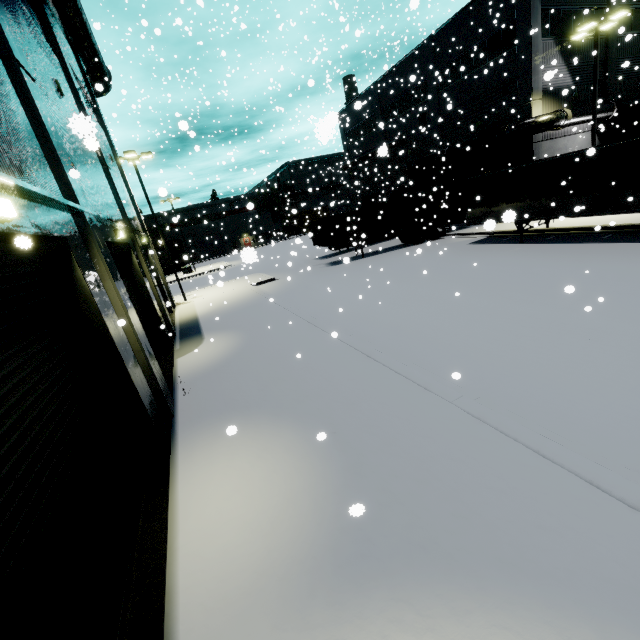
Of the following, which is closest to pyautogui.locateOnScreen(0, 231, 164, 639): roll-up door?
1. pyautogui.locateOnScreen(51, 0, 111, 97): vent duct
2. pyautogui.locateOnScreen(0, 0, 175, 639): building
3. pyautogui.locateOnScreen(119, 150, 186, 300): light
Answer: pyautogui.locateOnScreen(0, 0, 175, 639): building

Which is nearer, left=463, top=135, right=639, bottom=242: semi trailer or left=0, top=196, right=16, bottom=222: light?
left=0, top=196, right=16, bottom=222: light

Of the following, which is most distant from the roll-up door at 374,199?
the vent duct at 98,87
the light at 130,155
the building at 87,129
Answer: the vent duct at 98,87

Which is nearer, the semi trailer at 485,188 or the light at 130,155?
the semi trailer at 485,188

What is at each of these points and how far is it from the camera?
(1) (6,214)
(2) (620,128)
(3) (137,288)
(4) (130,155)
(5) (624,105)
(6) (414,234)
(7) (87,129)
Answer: (1) light, 3.33m
(2) building, 25.17m
(3) roll-up door, 12.88m
(4) light, 19.86m
(5) pipe, 22.38m
(6) semi trailer, 24.84m
(7) building, 2.44m

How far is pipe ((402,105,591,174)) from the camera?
20.23m

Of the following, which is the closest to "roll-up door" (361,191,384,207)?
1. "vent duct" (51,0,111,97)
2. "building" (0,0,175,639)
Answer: "building" (0,0,175,639)

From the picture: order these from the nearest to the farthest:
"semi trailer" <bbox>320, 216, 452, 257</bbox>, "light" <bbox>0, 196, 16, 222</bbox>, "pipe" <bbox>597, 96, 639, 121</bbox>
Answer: "light" <bbox>0, 196, 16, 222</bbox> < "pipe" <bbox>597, 96, 639, 121</bbox> < "semi trailer" <bbox>320, 216, 452, 257</bbox>
